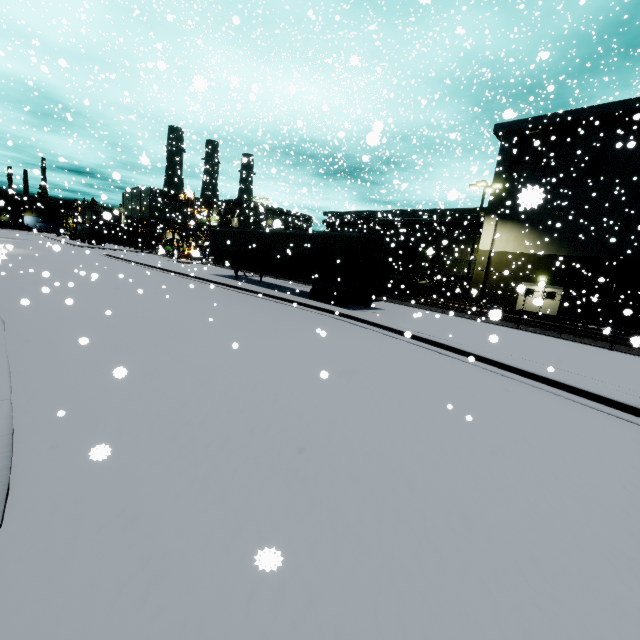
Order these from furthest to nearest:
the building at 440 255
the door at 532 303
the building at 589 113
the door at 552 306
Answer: the building at 440 255 → the door at 552 306 → the building at 589 113 → the door at 532 303

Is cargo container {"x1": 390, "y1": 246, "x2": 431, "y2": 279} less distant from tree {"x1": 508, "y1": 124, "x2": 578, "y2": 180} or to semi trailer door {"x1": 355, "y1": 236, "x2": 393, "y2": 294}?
tree {"x1": 508, "y1": 124, "x2": 578, "y2": 180}

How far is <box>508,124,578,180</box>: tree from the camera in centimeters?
2503cm

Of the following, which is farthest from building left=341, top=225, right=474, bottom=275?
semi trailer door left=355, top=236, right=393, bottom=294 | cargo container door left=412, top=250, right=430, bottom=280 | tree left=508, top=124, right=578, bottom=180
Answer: semi trailer door left=355, top=236, right=393, bottom=294

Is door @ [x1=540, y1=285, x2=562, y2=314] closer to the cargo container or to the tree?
the cargo container

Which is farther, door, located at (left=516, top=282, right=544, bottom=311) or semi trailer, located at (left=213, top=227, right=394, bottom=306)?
semi trailer, located at (left=213, top=227, right=394, bottom=306)

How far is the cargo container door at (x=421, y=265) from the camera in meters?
26.5

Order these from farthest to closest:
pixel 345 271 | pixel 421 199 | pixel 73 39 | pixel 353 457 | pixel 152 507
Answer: pixel 421 199, pixel 73 39, pixel 345 271, pixel 353 457, pixel 152 507
